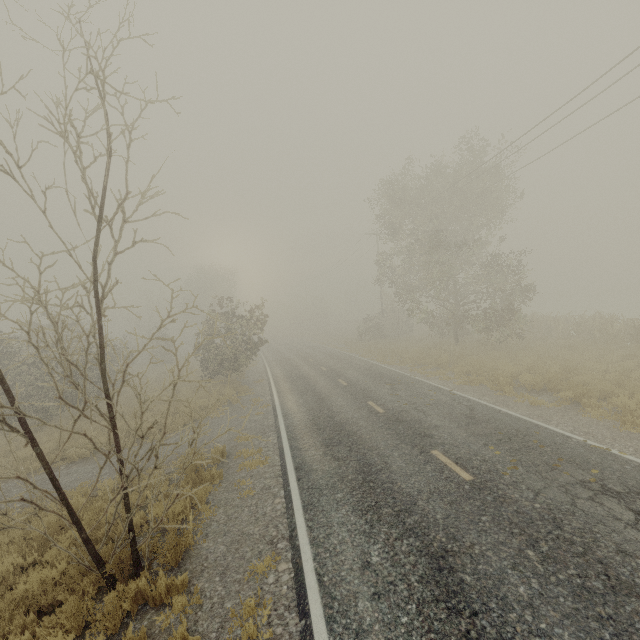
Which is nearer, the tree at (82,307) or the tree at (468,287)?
the tree at (82,307)

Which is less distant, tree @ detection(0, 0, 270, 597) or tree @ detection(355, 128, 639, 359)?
tree @ detection(0, 0, 270, 597)

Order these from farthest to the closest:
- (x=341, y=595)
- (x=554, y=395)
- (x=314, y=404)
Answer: (x=314, y=404), (x=554, y=395), (x=341, y=595)
